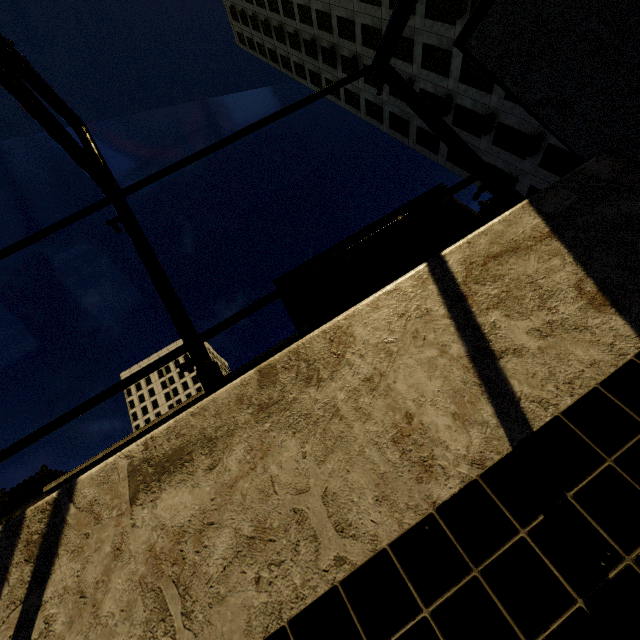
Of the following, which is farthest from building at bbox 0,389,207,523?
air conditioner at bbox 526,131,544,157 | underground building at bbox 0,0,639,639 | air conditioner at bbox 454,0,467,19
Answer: underground building at bbox 0,0,639,639

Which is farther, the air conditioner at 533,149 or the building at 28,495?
the building at 28,495

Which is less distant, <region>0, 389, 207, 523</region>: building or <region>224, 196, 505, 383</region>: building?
<region>0, 389, 207, 523</region>: building

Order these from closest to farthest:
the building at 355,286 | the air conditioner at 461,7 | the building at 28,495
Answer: the air conditioner at 461,7, the building at 28,495, the building at 355,286

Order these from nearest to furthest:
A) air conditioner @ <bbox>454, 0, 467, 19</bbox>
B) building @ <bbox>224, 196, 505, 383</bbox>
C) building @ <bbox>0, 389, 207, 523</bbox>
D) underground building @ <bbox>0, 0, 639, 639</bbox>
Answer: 1. underground building @ <bbox>0, 0, 639, 639</bbox>
2. air conditioner @ <bbox>454, 0, 467, 19</bbox>
3. building @ <bbox>0, 389, 207, 523</bbox>
4. building @ <bbox>224, 196, 505, 383</bbox>

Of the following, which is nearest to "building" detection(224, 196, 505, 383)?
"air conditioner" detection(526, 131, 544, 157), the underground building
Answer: "air conditioner" detection(526, 131, 544, 157)

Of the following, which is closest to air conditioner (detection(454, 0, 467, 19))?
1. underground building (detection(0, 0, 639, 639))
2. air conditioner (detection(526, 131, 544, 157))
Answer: air conditioner (detection(526, 131, 544, 157))

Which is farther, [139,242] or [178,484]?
[139,242]
